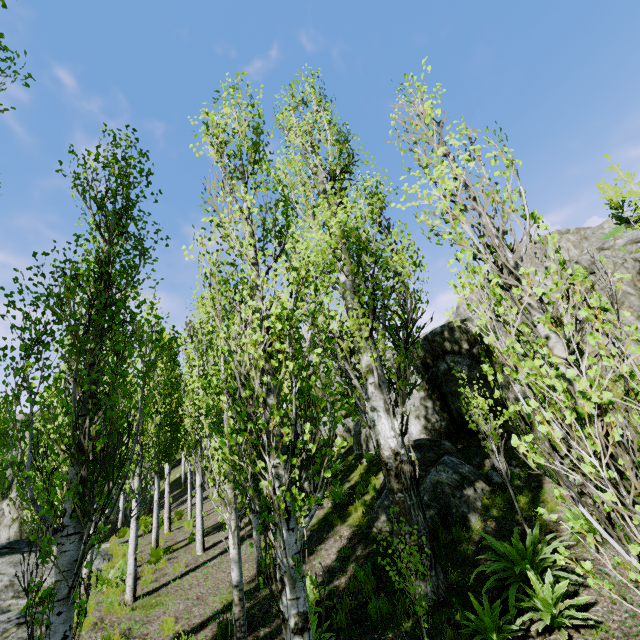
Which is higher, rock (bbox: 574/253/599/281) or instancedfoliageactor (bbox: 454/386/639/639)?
rock (bbox: 574/253/599/281)

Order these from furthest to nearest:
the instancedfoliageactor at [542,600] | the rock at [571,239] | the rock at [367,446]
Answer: the rock at [367,446] → the rock at [571,239] → the instancedfoliageactor at [542,600]

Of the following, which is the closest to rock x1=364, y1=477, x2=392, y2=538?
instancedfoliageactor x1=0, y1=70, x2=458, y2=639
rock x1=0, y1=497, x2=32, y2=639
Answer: instancedfoliageactor x1=0, y1=70, x2=458, y2=639

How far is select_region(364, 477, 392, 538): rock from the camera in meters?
8.9

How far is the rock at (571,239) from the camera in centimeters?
1354cm

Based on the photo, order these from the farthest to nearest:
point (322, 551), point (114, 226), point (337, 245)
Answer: point (322, 551)
point (337, 245)
point (114, 226)

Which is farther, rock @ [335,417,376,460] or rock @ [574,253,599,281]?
rock @ [335,417,376,460]
